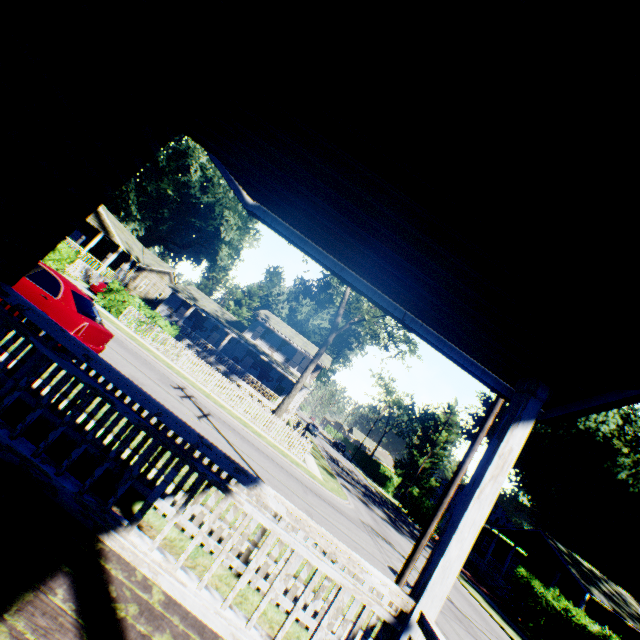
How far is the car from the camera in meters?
8.2

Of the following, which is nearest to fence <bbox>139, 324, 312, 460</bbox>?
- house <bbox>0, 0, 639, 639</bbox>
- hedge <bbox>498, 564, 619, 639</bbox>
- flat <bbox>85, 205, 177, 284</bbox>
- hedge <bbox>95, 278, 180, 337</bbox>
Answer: hedge <bbox>95, 278, 180, 337</bbox>

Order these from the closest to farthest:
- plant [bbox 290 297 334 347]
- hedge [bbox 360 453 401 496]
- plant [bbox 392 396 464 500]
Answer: hedge [bbox 360 453 401 496] < plant [bbox 392 396 464 500] < plant [bbox 290 297 334 347]

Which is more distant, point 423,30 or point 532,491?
point 532,491

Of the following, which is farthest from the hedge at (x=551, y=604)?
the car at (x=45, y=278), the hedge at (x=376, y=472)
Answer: the hedge at (x=376, y=472)

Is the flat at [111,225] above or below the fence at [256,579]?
above

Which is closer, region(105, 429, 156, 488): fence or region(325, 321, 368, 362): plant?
region(105, 429, 156, 488): fence

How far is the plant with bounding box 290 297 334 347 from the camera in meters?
52.1
